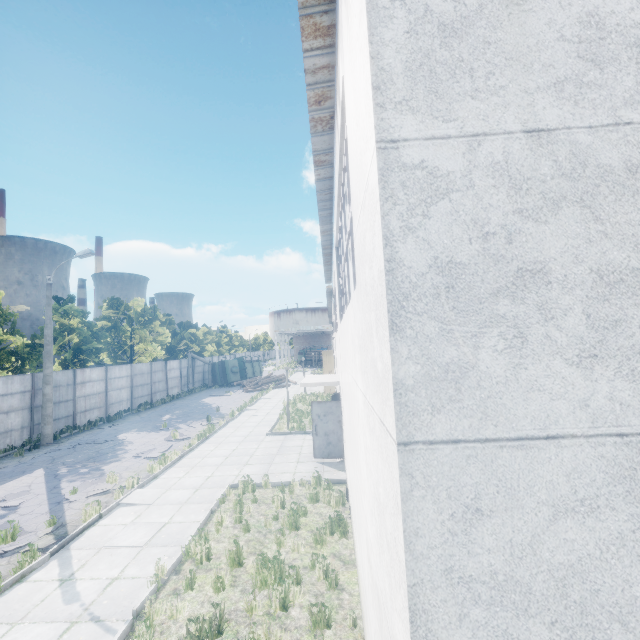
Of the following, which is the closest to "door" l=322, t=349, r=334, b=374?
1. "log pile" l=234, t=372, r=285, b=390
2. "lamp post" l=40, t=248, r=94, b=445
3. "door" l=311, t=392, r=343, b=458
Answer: "log pile" l=234, t=372, r=285, b=390

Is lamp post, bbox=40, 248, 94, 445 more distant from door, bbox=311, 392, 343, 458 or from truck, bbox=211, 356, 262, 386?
truck, bbox=211, 356, 262, 386

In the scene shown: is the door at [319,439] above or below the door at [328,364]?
below

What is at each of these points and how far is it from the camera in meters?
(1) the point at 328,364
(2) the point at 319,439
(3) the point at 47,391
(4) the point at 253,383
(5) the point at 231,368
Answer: (1) door, 28.2
(2) door, 12.3
(3) lamp post, 16.8
(4) log pile, 36.3
(5) truck, 39.2

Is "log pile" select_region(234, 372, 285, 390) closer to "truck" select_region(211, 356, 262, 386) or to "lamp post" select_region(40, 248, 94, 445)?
"truck" select_region(211, 356, 262, 386)

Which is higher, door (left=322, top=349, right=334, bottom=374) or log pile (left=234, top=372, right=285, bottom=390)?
door (left=322, top=349, right=334, bottom=374)

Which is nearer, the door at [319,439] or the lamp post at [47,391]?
the door at [319,439]

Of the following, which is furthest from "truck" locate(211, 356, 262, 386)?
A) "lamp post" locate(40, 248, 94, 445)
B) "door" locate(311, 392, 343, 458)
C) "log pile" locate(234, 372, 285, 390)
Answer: "door" locate(311, 392, 343, 458)
